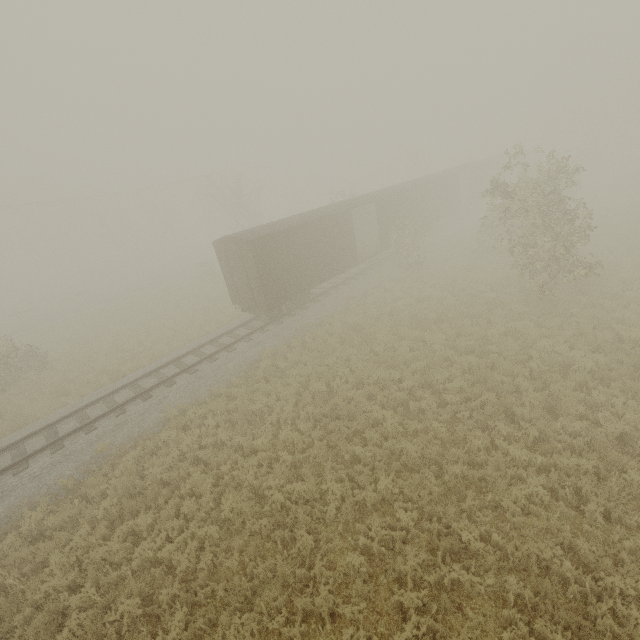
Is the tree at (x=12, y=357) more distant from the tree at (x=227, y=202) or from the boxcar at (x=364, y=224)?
the tree at (x=227, y=202)

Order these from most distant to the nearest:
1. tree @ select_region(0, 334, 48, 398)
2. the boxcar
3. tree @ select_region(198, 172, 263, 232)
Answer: tree @ select_region(198, 172, 263, 232), tree @ select_region(0, 334, 48, 398), the boxcar

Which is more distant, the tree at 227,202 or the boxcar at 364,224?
the tree at 227,202

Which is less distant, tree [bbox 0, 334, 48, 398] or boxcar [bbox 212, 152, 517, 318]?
boxcar [bbox 212, 152, 517, 318]

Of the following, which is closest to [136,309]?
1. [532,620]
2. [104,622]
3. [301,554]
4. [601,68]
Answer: [104,622]

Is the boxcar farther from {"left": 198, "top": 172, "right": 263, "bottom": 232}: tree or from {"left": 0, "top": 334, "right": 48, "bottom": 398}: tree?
{"left": 198, "top": 172, "right": 263, "bottom": 232}: tree

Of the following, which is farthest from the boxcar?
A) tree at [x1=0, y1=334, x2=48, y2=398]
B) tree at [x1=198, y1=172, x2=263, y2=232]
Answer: tree at [x1=198, y1=172, x2=263, y2=232]
